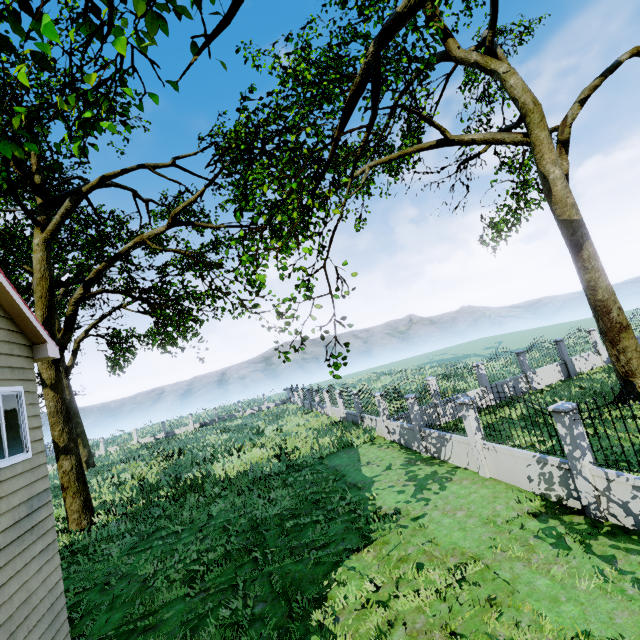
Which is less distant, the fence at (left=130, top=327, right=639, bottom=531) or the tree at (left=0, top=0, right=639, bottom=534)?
the tree at (left=0, top=0, right=639, bottom=534)

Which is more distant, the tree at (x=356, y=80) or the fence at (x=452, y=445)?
the fence at (x=452, y=445)

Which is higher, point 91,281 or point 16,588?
point 91,281
